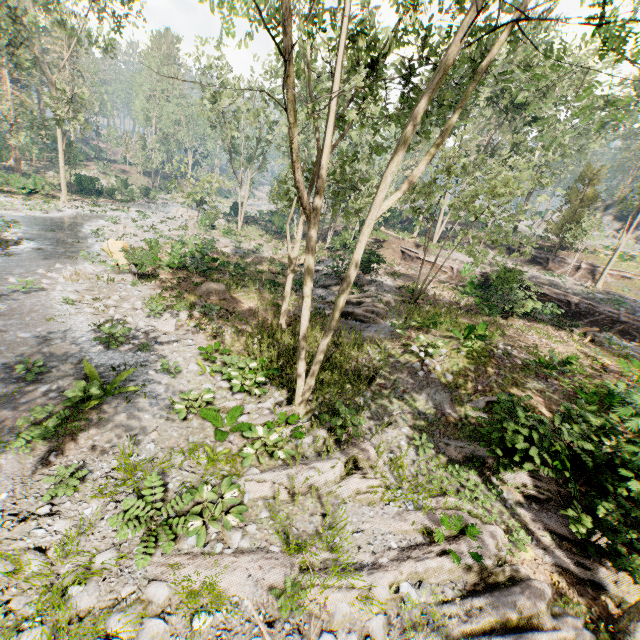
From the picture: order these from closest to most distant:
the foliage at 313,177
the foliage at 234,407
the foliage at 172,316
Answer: the foliage at 313,177
the foliage at 234,407
the foliage at 172,316

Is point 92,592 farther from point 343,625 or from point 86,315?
point 86,315

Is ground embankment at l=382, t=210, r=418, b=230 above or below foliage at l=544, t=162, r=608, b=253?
below

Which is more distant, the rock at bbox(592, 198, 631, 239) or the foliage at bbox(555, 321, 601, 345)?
the rock at bbox(592, 198, 631, 239)

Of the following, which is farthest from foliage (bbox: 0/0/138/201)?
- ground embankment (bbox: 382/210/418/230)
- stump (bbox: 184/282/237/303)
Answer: stump (bbox: 184/282/237/303)

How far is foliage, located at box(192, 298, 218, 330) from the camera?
15.77m

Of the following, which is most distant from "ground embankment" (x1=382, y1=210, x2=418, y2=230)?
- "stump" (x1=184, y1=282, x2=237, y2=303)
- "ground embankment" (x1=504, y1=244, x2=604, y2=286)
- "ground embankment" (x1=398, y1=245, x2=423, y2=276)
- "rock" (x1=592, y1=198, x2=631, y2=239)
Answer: "stump" (x1=184, y1=282, x2=237, y2=303)

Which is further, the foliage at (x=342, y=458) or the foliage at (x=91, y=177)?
the foliage at (x=91, y=177)
